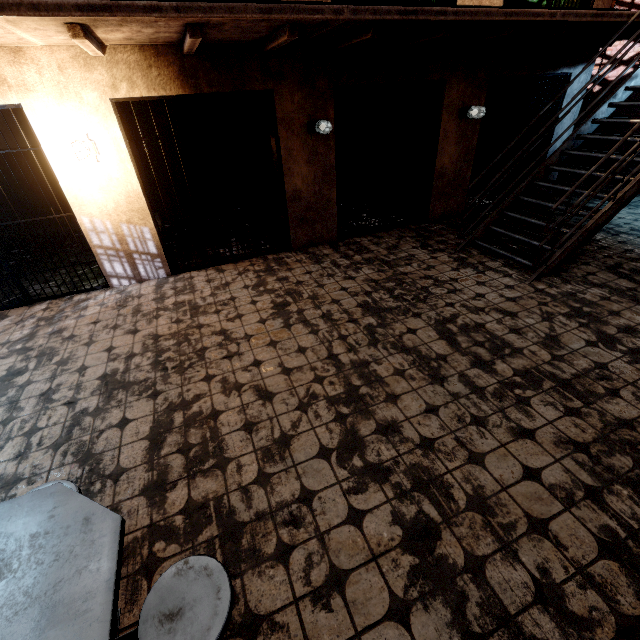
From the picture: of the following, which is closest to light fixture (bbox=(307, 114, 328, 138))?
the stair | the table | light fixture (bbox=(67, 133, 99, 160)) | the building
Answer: the building

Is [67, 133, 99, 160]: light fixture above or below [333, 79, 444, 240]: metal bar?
above

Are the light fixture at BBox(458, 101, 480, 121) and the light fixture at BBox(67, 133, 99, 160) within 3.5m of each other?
no

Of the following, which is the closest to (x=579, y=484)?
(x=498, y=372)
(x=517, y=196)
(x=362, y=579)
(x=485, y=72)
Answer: (x=498, y=372)

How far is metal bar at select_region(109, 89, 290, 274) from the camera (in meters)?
4.19

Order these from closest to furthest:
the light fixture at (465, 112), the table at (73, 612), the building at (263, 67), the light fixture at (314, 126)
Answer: the table at (73, 612) → the building at (263, 67) → the light fixture at (314, 126) → the light fixture at (465, 112)

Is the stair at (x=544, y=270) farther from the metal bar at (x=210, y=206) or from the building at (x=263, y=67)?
the metal bar at (x=210, y=206)

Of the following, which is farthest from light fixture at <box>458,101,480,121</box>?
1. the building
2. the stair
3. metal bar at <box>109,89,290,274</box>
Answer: metal bar at <box>109,89,290,274</box>
